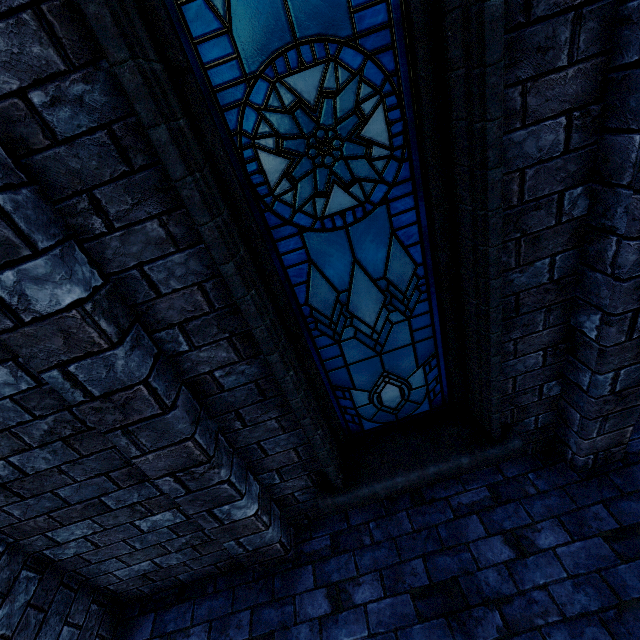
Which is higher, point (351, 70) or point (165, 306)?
point (351, 70)
